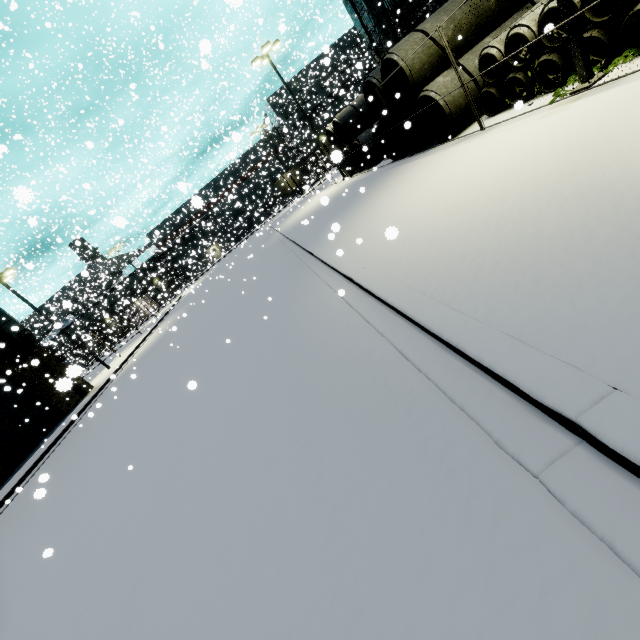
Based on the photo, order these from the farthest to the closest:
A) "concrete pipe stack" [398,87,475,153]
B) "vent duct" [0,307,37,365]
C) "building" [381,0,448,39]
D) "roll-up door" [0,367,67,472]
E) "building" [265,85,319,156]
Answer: "building" [265,85,319,156] < "vent duct" [0,307,37,365] < "building" [381,0,448,39] < "roll-up door" [0,367,67,472] < "concrete pipe stack" [398,87,475,153]

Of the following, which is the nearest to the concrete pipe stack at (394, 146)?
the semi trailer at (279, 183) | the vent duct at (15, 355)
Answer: the semi trailer at (279, 183)

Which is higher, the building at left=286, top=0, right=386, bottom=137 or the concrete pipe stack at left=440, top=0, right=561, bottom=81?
the building at left=286, top=0, right=386, bottom=137

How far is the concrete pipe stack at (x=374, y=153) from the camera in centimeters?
1923cm

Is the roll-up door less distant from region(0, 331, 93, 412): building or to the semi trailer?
region(0, 331, 93, 412): building

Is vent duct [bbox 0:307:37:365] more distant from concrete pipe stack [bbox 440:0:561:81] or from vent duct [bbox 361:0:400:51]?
A: concrete pipe stack [bbox 440:0:561:81]

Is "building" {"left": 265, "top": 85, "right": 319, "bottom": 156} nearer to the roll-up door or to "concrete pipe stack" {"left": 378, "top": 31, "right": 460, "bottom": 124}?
the roll-up door

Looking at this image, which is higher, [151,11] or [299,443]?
[151,11]
